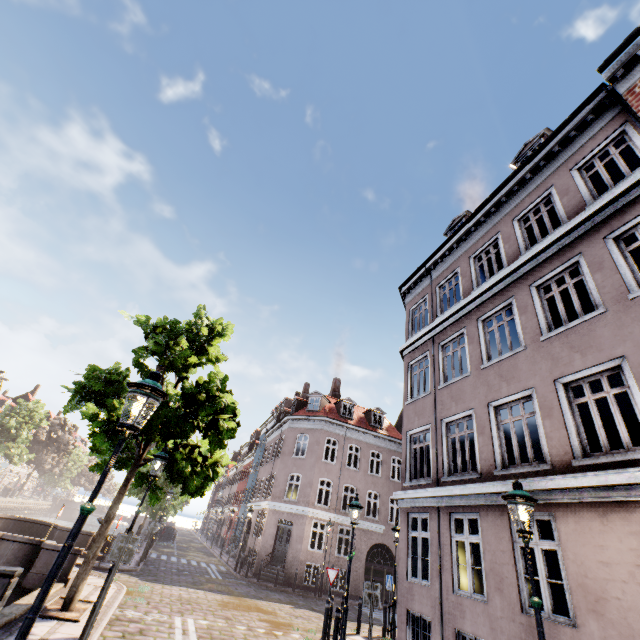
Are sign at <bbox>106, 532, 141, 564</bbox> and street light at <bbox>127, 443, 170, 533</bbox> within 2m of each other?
yes

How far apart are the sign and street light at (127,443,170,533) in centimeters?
125cm

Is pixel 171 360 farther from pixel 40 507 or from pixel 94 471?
pixel 40 507

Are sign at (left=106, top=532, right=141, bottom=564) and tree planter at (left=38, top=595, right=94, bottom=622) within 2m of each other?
no

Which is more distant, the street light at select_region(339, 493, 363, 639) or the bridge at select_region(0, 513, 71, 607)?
the bridge at select_region(0, 513, 71, 607)

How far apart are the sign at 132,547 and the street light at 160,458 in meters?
1.2 m

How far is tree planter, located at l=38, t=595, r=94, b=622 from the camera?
7.4m

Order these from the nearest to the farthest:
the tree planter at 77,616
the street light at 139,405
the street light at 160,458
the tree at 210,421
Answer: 1. the street light at 139,405
2. the tree planter at 77,616
3. the street light at 160,458
4. the tree at 210,421
